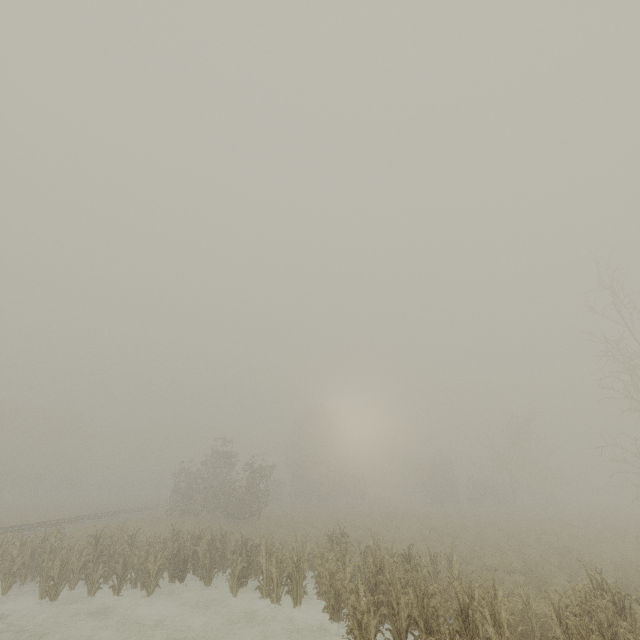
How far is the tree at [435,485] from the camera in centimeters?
4288cm

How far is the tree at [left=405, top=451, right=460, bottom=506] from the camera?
42.9m

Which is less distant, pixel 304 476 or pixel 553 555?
pixel 553 555
